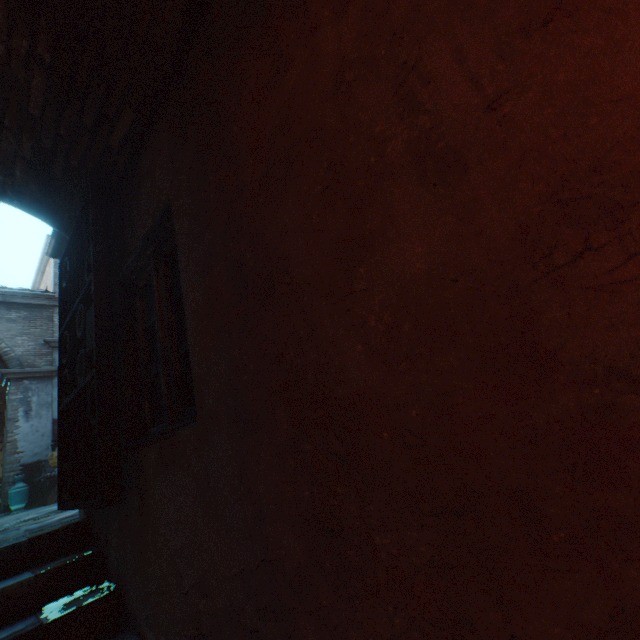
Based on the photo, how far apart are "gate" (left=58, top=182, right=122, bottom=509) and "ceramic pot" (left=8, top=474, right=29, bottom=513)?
8.7m

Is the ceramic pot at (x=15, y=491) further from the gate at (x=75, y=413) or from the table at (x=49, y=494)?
the gate at (x=75, y=413)

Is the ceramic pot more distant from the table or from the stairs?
the stairs

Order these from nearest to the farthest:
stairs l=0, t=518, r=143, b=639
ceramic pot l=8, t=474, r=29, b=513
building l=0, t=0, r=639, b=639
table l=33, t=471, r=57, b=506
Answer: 1. building l=0, t=0, r=639, b=639
2. stairs l=0, t=518, r=143, b=639
3. table l=33, t=471, r=57, b=506
4. ceramic pot l=8, t=474, r=29, b=513

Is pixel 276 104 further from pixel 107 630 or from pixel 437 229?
pixel 107 630

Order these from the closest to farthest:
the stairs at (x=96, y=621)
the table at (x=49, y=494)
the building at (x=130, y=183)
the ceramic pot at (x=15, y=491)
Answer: the building at (x=130, y=183)
the stairs at (x=96, y=621)
the table at (x=49, y=494)
the ceramic pot at (x=15, y=491)

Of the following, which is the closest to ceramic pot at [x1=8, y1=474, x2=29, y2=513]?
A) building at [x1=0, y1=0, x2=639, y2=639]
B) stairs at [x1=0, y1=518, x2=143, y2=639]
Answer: building at [x1=0, y1=0, x2=639, y2=639]
